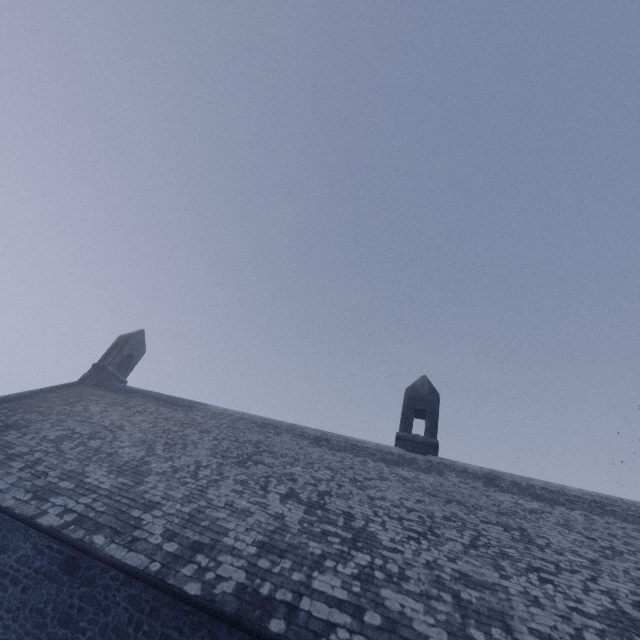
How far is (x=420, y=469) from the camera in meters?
13.1 m
